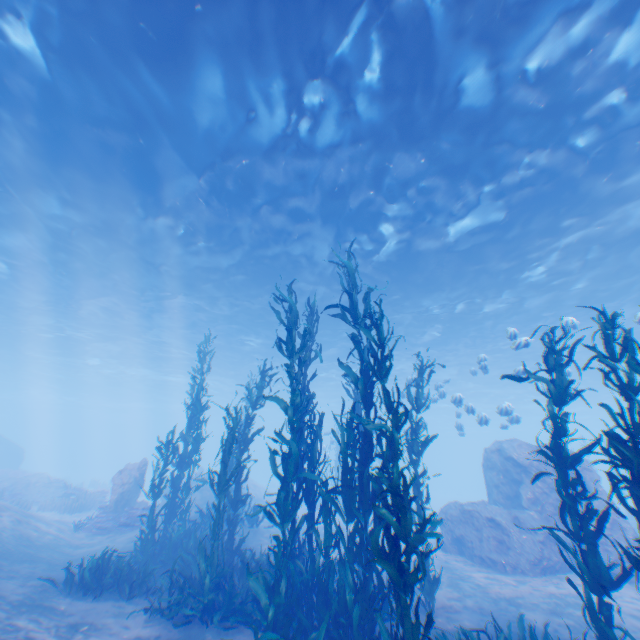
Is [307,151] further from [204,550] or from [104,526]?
[104,526]

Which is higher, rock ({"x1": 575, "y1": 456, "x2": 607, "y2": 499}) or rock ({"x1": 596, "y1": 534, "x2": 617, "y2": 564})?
rock ({"x1": 575, "y1": 456, "x2": 607, "y2": 499})

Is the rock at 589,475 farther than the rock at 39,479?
No

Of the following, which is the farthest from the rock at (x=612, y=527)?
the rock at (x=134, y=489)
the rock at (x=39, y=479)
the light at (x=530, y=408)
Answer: the rock at (x=39, y=479)

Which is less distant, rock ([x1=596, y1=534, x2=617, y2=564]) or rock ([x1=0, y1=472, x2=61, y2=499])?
rock ([x1=596, y1=534, x2=617, y2=564])

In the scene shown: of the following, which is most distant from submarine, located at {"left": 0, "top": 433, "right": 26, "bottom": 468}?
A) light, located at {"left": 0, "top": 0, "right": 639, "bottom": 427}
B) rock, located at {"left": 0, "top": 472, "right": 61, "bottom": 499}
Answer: rock, located at {"left": 0, "top": 472, "right": 61, "bottom": 499}

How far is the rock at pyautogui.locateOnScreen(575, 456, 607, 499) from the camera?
12.1m
